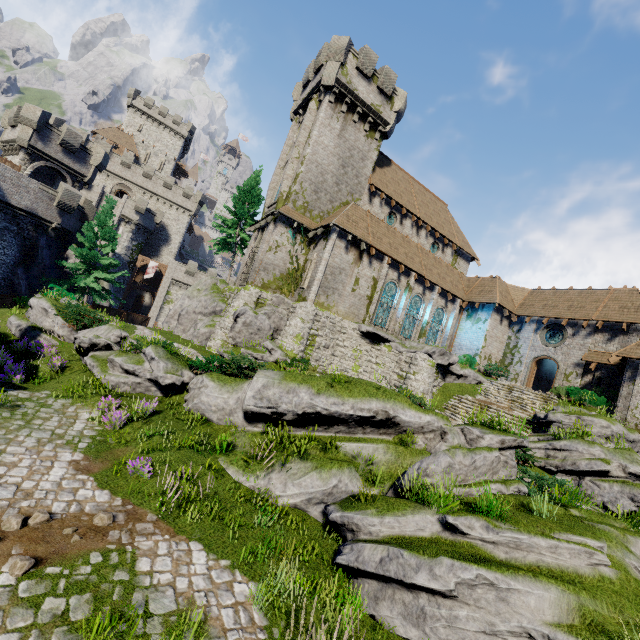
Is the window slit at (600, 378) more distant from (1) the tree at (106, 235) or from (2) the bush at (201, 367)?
(1) the tree at (106, 235)

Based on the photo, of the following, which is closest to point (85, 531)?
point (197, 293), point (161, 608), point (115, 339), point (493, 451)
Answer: point (161, 608)

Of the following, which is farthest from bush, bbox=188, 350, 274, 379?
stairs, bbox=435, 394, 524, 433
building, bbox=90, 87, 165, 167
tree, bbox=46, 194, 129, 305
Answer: building, bbox=90, 87, 165, 167

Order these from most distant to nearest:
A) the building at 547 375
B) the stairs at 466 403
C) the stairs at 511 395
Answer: the building at 547 375, the stairs at 511 395, the stairs at 466 403

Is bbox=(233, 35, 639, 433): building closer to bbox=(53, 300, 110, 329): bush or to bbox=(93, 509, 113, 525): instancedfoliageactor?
bbox=(53, 300, 110, 329): bush

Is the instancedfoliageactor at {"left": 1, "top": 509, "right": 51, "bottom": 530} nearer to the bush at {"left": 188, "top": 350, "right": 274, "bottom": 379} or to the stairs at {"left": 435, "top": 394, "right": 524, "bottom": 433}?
the bush at {"left": 188, "top": 350, "right": 274, "bottom": 379}

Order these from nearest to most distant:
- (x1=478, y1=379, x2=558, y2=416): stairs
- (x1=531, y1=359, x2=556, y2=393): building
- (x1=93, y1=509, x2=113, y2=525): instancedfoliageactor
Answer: (x1=93, y1=509, x2=113, y2=525): instancedfoliageactor
(x1=478, y1=379, x2=558, y2=416): stairs
(x1=531, y1=359, x2=556, y2=393): building

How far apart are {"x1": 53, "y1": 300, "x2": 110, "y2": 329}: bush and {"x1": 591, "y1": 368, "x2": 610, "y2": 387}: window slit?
29.99m
